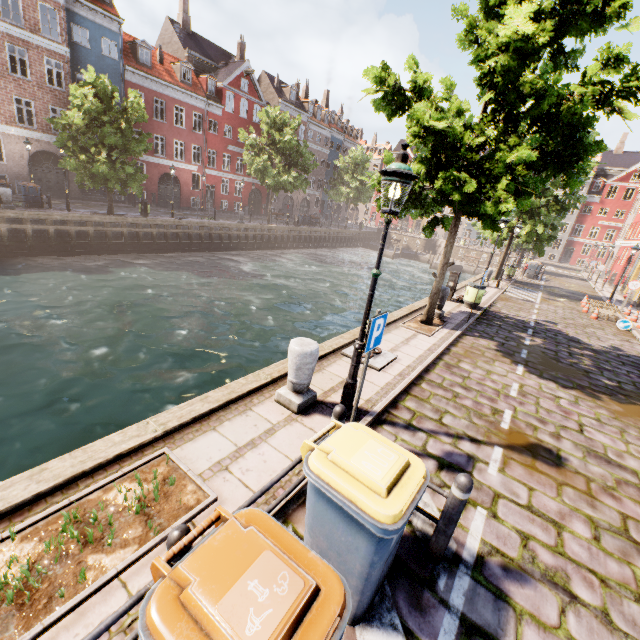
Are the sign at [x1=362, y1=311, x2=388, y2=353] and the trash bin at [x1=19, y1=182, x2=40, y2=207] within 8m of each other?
no

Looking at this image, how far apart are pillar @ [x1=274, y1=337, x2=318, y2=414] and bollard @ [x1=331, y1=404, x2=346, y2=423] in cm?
114

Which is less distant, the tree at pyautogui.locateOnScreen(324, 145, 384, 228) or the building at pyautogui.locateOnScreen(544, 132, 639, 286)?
the building at pyautogui.locateOnScreen(544, 132, 639, 286)

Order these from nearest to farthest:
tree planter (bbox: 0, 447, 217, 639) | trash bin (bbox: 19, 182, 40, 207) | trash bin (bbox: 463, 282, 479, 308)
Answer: tree planter (bbox: 0, 447, 217, 639), trash bin (bbox: 463, 282, 479, 308), trash bin (bbox: 19, 182, 40, 207)

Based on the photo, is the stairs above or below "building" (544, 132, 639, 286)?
below

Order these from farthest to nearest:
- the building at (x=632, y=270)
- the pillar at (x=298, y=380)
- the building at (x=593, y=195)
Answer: the building at (x=593, y=195) → the building at (x=632, y=270) → the pillar at (x=298, y=380)

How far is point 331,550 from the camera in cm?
Result: 264

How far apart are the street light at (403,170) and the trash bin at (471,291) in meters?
10.0 m
